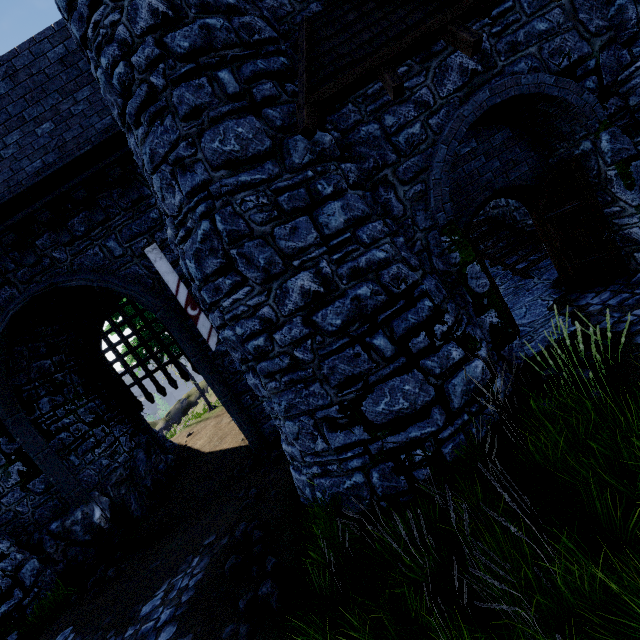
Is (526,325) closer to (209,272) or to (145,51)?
(209,272)

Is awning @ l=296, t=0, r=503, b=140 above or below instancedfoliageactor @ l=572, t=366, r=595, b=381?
above

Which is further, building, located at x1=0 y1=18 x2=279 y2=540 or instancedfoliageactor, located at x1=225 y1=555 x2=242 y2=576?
building, located at x1=0 y1=18 x2=279 y2=540

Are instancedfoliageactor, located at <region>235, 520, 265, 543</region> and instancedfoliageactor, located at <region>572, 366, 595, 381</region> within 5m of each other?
no

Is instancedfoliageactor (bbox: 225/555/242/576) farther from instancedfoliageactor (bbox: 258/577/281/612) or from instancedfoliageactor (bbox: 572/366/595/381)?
instancedfoliageactor (bbox: 572/366/595/381)

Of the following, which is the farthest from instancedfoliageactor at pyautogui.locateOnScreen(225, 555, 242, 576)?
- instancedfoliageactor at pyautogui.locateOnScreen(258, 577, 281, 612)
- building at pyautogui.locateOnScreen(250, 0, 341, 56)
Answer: building at pyautogui.locateOnScreen(250, 0, 341, 56)

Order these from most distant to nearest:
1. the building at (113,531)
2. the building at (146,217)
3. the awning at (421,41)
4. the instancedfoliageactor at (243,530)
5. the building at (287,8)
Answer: the building at (113,531) → the building at (146,217) → the instancedfoliageactor at (243,530) → the building at (287,8) → the awning at (421,41)

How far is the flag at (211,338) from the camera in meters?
7.4
